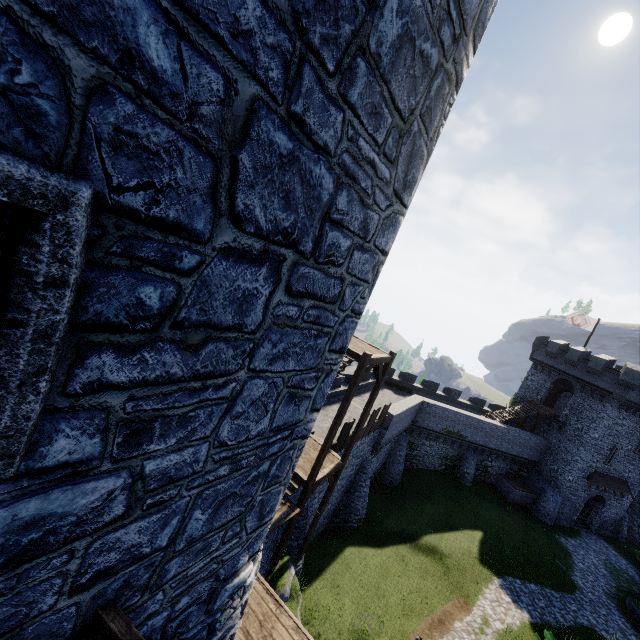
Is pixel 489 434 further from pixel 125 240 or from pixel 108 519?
pixel 125 240

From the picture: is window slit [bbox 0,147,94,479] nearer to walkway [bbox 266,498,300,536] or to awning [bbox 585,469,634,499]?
walkway [bbox 266,498,300,536]

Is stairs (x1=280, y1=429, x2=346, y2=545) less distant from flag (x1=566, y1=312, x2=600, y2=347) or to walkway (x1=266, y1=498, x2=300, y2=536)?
walkway (x1=266, y1=498, x2=300, y2=536)

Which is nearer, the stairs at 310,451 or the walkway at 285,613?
the walkway at 285,613

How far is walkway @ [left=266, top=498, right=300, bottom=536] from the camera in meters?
11.4 m

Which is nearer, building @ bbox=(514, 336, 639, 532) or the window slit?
the window slit

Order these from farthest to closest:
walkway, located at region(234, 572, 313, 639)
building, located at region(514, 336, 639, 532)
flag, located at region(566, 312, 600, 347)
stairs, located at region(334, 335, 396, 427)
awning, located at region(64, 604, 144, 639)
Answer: flag, located at region(566, 312, 600, 347), building, located at region(514, 336, 639, 532), stairs, located at region(334, 335, 396, 427), walkway, located at region(234, 572, 313, 639), awning, located at region(64, 604, 144, 639)

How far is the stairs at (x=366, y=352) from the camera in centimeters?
1223cm
